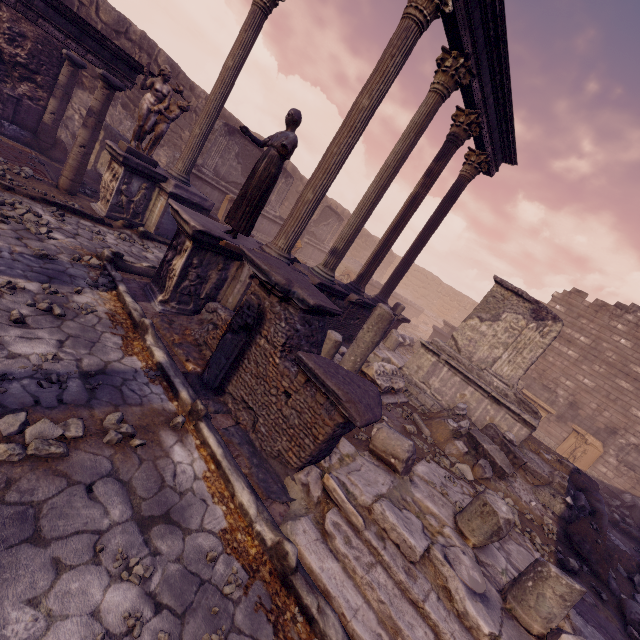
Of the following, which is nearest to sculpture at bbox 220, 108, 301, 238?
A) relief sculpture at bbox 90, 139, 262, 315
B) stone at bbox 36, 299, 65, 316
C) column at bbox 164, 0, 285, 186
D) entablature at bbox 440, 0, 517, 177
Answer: relief sculpture at bbox 90, 139, 262, 315

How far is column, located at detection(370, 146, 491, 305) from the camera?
9.9m

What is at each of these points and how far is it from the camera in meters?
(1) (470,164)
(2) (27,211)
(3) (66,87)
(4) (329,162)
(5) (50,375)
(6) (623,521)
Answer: (1) column, 9.9 m
(2) stone, 5.8 m
(3) column, 9.7 m
(4) column, 6.1 m
(5) stone, 3.1 m
(6) building debris, 10.5 m

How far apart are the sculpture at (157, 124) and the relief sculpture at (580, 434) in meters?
18.2

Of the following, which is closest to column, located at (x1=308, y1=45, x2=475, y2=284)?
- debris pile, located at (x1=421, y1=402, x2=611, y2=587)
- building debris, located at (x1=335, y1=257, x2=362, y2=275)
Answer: debris pile, located at (x1=421, y1=402, x2=611, y2=587)

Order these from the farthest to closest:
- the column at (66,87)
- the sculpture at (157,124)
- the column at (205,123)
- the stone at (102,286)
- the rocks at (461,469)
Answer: the column at (66,87)
the column at (205,123)
the sculpture at (157,124)
the rocks at (461,469)
the stone at (102,286)

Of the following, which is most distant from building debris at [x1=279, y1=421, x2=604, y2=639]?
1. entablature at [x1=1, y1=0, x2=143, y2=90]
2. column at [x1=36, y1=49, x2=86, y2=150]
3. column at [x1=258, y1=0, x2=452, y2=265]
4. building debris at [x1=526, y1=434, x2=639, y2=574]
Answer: column at [x1=36, y1=49, x2=86, y2=150]

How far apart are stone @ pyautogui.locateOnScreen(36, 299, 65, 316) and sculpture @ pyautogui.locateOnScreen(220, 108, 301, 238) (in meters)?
2.62
